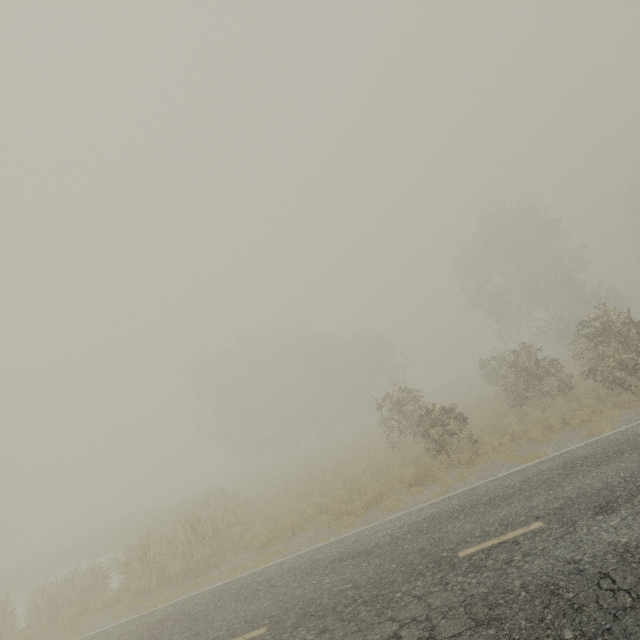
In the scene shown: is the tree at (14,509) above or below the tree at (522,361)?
above

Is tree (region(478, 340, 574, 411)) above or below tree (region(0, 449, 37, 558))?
below

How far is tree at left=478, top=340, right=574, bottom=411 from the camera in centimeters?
1653cm

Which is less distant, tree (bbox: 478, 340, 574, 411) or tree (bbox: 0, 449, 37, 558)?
tree (bbox: 478, 340, 574, 411)

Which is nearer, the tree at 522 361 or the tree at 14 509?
the tree at 522 361

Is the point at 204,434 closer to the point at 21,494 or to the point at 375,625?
the point at 21,494
